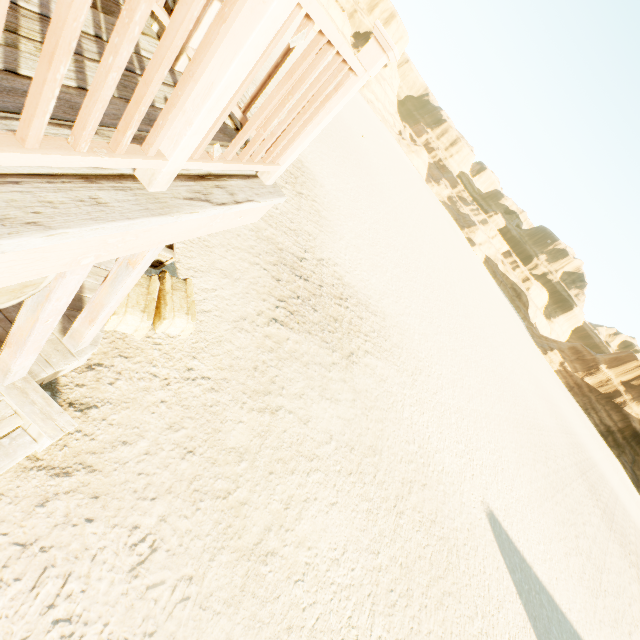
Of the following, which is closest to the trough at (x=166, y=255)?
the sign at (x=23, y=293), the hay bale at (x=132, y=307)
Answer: the hay bale at (x=132, y=307)

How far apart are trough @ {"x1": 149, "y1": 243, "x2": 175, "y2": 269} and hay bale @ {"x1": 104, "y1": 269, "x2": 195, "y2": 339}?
0.2 meters

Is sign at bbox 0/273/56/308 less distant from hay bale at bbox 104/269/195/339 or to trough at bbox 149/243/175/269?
hay bale at bbox 104/269/195/339

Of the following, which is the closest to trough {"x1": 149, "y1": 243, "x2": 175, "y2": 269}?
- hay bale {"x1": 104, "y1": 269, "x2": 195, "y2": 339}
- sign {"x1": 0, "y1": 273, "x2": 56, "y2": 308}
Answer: hay bale {"x1": 104, "y1": 269, "x2": 195, "y2": 339}

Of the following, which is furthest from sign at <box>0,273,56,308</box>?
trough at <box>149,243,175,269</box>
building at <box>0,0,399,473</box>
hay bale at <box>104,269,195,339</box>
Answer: trough at <box>149,243,175,269</box>

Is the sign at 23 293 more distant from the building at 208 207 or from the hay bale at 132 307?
the hay bale at 132 307

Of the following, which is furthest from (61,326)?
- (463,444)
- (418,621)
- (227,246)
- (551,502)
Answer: (551,502)

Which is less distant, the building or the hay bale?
the building
